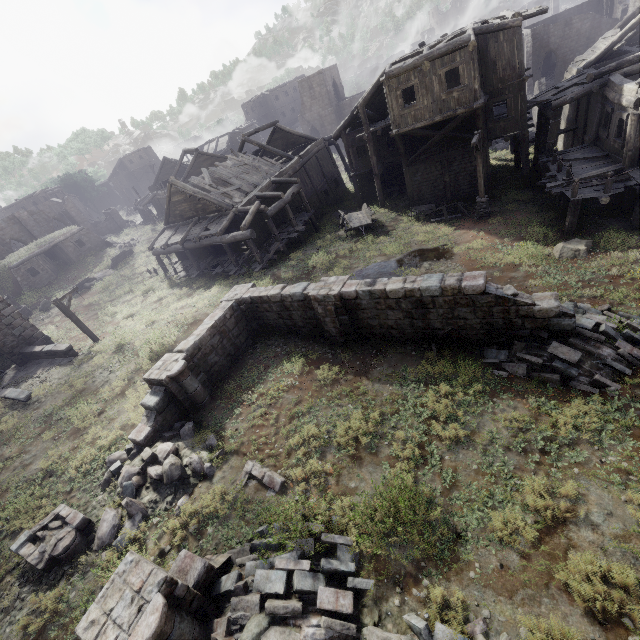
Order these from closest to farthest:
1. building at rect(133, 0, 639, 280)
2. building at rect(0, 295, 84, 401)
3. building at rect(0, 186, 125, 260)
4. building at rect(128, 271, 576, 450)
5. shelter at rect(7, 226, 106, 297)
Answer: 1. building at rect(128, 271, 576, 450)
2. building at rect(133, 0, 639, 280)
3. building at rect(0, 295, 84, 401)
4. shelter at rect(7, 226, 106, 297)
5. building at rect(0, 186, 125, 260)

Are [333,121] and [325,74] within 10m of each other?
yes

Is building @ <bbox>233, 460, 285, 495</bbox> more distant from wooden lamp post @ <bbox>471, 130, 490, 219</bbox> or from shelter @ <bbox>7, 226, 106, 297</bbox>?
shelter @ <bbox>7, 226, 106, 297</bbox>

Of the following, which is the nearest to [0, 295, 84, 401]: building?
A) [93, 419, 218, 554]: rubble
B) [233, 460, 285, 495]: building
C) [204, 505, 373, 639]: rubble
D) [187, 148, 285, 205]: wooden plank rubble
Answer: [187, 148, 285, 205]: wooden plank rubble

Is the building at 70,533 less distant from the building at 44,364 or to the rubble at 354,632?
the rubble at 354,632

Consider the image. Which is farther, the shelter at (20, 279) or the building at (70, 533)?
the shelter at (20, 279)

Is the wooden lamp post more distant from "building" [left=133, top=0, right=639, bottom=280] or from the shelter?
the shelter

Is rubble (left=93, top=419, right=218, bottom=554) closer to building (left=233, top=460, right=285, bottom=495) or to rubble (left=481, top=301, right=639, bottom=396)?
building (left=233, top=460, right=285, bottom=495)
